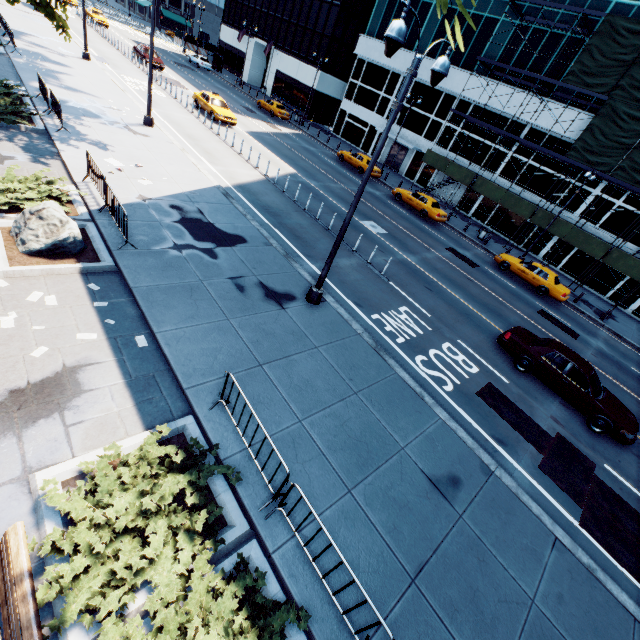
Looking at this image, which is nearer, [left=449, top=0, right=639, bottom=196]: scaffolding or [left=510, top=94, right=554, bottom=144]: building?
[left=449, top=0, right=639, bottom=196]: scaffolding

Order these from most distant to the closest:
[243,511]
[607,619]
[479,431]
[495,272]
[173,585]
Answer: [495,272]
[479,431]
[607,619]
[243,511]
[173,585]

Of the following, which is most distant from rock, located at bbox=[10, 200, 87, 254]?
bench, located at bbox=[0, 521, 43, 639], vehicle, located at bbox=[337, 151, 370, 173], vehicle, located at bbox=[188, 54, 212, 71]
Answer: vehicle, located at bbox=[188, 54, 212, 71]

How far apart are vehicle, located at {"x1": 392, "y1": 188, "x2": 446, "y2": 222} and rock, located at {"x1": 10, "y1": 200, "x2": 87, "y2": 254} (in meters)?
23.95

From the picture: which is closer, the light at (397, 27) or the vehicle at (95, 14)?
the light at (397, 27)

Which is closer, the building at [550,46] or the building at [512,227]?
the building at [550,46]

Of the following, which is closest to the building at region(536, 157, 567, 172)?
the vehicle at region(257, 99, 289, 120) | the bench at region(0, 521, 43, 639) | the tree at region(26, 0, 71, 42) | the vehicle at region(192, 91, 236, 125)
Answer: the vehicle at region(257, 99, 289, 120)

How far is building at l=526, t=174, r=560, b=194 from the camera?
28.5m
